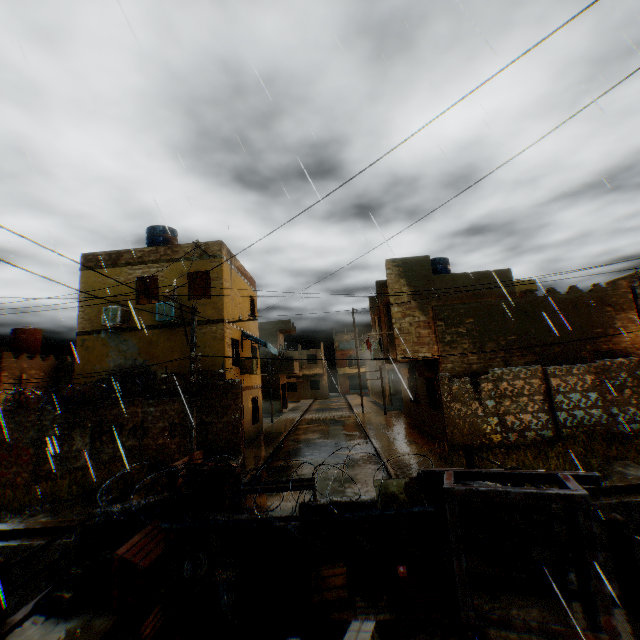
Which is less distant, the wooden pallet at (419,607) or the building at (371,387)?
the wooden pallet at (419,607)

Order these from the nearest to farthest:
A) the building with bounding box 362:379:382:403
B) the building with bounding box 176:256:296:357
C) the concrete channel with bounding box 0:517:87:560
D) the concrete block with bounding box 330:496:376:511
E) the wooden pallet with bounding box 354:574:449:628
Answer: the wooden pallet with bounding box 354:574:449:628 < the concrete block with bounding box 330:496:376:511 < the concrete channel with bounding box 0:517:87:560 < the building with bounding box 176:256:296:357 < the building with bounding box 362:379:382:403

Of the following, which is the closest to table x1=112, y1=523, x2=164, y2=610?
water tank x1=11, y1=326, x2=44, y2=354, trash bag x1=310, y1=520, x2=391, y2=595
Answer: trash bag x1=310, y1=520, x2=391, y2=595

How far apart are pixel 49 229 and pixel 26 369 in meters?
21.4

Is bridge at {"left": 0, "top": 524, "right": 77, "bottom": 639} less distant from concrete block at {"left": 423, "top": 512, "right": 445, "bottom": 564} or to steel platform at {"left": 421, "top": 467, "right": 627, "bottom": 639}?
concrete block at {"left": 423, "top": 512, "right": 445, "bottom": 564}

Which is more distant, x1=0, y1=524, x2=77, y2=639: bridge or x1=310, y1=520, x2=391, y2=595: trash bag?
x1=310, y1=520, x2=391, y2=595: trash bag

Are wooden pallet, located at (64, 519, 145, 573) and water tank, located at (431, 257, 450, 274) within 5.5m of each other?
no

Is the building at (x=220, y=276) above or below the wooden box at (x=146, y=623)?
above
